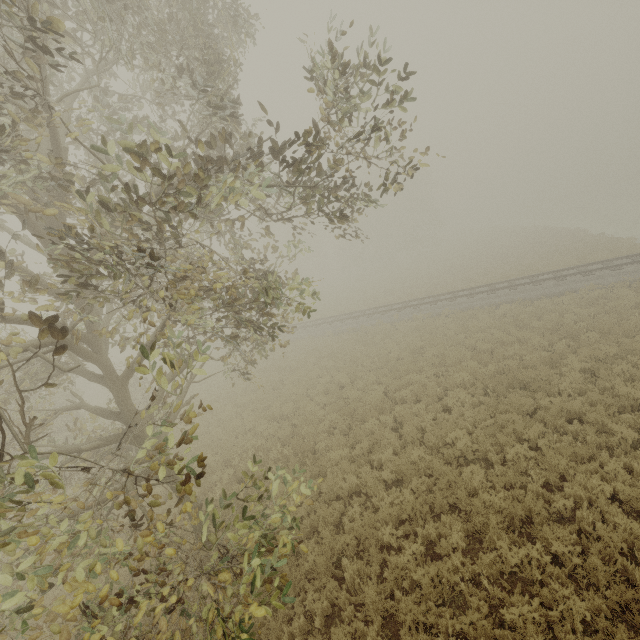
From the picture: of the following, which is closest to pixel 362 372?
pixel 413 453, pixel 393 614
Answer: pixel 413 453
